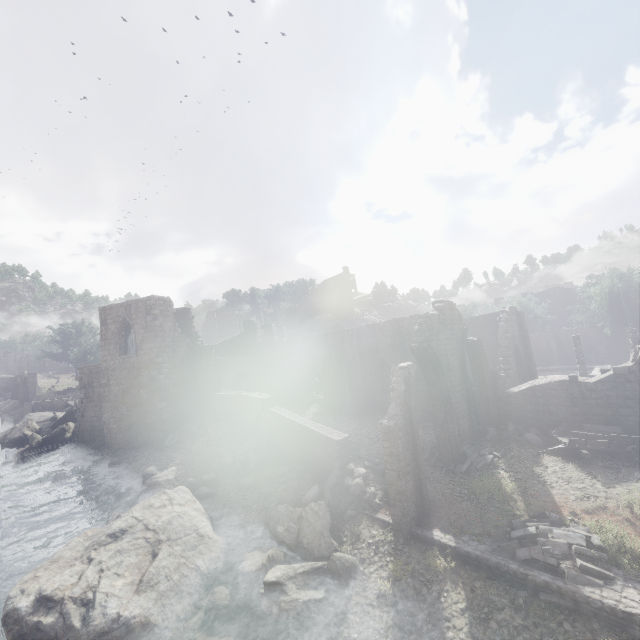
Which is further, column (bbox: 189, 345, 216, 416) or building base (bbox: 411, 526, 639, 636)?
column (bbox: 189, 345, 216, 416)

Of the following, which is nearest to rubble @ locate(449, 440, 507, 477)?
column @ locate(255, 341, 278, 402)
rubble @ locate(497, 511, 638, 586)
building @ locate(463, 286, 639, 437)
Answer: building @ locate(463, 286, 639, 437)

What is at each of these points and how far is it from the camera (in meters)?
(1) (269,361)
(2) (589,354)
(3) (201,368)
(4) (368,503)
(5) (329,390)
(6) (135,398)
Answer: (1) column, 32.72
(2) building, 36.91
(3) column, 27.36
(4) rubble, 12.96
(5) building, 28.39
(6) building, 24.70

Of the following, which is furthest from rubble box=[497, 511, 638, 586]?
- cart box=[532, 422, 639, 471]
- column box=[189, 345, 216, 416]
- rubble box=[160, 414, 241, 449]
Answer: column box=[189, 345, 216, 416]

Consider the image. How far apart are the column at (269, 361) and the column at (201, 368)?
4.7m

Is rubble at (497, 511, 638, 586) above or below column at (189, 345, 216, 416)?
below

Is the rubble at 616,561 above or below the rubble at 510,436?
below

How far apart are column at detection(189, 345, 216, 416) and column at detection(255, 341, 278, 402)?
4.7 meters
